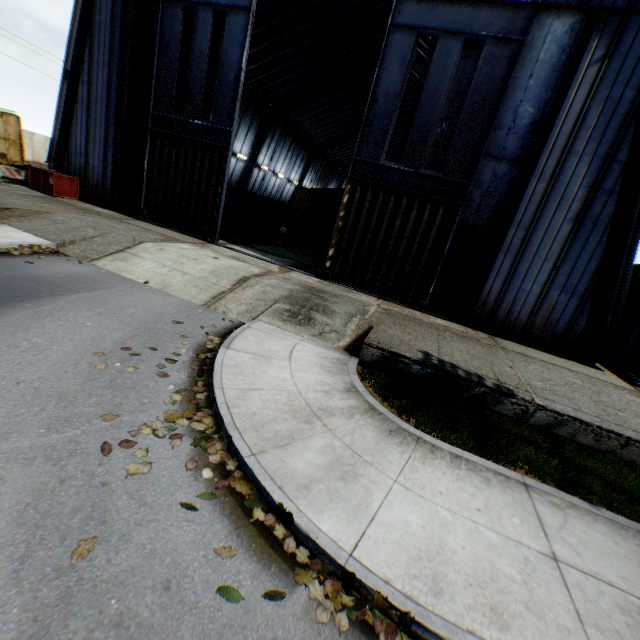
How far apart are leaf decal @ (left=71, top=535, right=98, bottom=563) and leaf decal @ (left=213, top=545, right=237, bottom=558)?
0.7 meters

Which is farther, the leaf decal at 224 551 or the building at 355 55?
the building at 355 55

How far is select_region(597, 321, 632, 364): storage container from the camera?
14.6m

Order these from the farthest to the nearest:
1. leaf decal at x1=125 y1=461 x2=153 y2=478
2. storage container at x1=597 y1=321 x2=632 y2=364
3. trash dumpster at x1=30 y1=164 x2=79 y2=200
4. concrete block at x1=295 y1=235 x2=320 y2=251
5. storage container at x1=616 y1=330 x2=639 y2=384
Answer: concrete block at x1=295 y1=235 x2=320 y2=251
trash dumpster at x1=30 y1=164 x2=79 y2=200
storage container at x1=597 y1=321 x2=632 y2=364
storage container at x1=616 y1=330 x2=639 y2=384
leaf decal at x1=125 y1=461 x2=153 y2=478

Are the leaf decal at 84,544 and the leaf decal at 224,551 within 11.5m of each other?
yes

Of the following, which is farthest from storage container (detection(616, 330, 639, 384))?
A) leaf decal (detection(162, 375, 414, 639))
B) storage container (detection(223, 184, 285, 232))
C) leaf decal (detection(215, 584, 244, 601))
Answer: storage container (detection(223, 184, 285, 232))

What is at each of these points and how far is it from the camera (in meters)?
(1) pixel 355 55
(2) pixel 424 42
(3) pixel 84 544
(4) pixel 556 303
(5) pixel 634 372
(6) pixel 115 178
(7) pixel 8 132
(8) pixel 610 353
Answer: (1) building, 25.45
(2) building, 22.81
(3) leaf decal, 2.83
(4) building, 11.82
(5) storage container, 13.35
(6) building, 16.69
(7) train, 22.50
(8) storage container, 15.03

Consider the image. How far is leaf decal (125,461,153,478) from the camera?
3.6m
